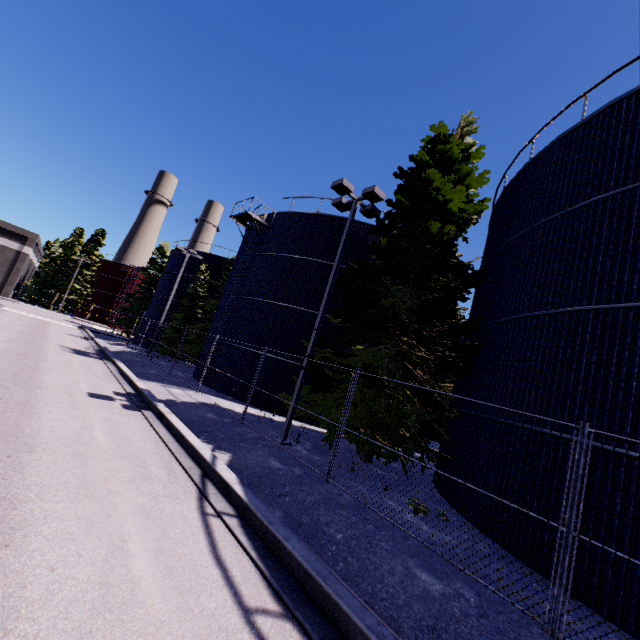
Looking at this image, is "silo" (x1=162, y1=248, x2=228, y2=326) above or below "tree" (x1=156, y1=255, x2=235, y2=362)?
above

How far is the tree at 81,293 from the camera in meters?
56.5 m

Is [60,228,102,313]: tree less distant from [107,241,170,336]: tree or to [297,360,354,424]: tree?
[107,241,170,336]: tree

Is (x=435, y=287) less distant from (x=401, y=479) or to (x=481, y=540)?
(x=401, y=479)

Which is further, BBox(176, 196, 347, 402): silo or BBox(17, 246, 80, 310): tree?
BBox(17, 246, 80, 310): tree

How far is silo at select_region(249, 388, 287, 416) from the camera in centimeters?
1758cm

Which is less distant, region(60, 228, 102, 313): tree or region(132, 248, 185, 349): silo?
region(132, 248, 185, 349): silo

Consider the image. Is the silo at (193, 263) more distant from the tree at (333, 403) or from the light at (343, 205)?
the light at (343, 205)
